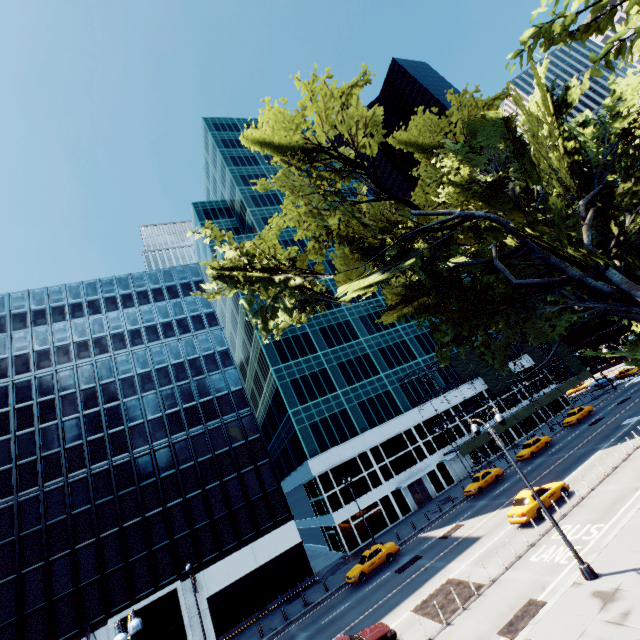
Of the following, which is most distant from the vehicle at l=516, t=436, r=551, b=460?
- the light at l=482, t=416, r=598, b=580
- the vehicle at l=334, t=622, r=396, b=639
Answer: the vehicle at l=334, t=622, r=396, b=639

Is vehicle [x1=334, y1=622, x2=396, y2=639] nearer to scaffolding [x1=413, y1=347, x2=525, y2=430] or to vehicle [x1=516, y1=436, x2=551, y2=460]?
vehicle [x1=516, y1=436, x2=551, y2=460]

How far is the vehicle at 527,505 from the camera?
21.19m

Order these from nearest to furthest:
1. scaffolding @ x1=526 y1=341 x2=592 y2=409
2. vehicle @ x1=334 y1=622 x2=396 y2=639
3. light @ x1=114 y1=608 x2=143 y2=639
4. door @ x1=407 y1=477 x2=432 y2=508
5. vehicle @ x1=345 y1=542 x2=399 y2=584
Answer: light @ x1=114 y1=608 x2=143 y2=639 < vehicle @ x1=334 y1=622 x2=396 y2=639 < vehicle @ x1=345 y1=542 x2=399 y2=584 < door @ x1=407 y1=477 x2=432 y2=508 < scaffolding @ x1=526 y1=341 x2=592 y2=409

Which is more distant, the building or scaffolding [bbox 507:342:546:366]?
scaffolding [bbox 507:342:546:366]

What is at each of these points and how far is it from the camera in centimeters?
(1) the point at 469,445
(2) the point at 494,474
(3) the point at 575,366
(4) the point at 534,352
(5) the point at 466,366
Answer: (1) scaffolding, 4312cm
(2) vehicle, 3531cm
(3) scaffolding, 5675cm
(4) scaffolding, 5606cm
(5) scaffolding, 5050cm

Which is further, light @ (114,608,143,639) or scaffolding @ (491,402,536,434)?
scaffolding @ (491,402,536,434)

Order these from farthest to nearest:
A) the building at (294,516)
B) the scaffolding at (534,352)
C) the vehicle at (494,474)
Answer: the scaffolding at (534,352), the vehicle at (494,474), the building at (294,516)
